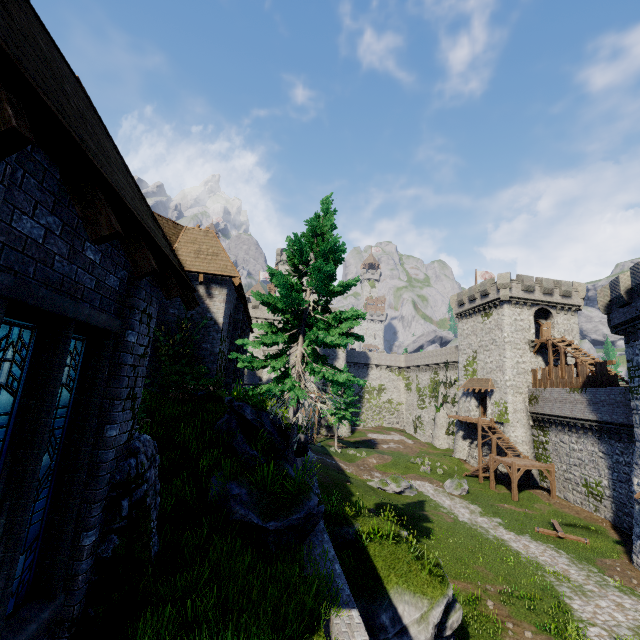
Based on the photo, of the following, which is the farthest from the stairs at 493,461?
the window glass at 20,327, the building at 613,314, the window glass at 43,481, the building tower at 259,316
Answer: the window glass at 20,327

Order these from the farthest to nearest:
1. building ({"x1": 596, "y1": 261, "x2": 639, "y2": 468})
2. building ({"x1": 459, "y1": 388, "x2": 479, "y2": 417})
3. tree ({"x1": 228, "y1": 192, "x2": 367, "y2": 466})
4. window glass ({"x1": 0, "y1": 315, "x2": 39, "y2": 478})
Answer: building ({"x1": 459, "y1": 388, "x2": 479, "y2": 417}) < building ({"x1": 596, "y1": 261, "x2": 639, "y2": 468}) < tree ({"x1": 228, "y1": 192, "x2": 367, "y2": 466}) < window glass ({"x1": 0, "y1": 315, "x2": 39, "y2": 478})

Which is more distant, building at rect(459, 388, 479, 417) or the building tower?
the building tower

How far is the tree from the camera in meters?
10.5 m

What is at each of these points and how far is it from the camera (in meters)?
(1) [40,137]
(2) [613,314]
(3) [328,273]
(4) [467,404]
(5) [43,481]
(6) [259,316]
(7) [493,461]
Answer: (1) building, 2.94
(2) building, 21.45
(3) tree, 10.77
(4) building, 42.69
(5) window glass, 3.99
(6) building tower, 59.22
(7) stairs, 31.55

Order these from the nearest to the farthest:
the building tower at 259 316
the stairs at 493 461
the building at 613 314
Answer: the building at 613 314
the stairs at 493 461
the building tower at 259 316

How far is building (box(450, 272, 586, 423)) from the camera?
36.5m

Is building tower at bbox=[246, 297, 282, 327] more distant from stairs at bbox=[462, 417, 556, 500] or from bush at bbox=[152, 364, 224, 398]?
bush at bbox=[152, 364, 224, 398]
